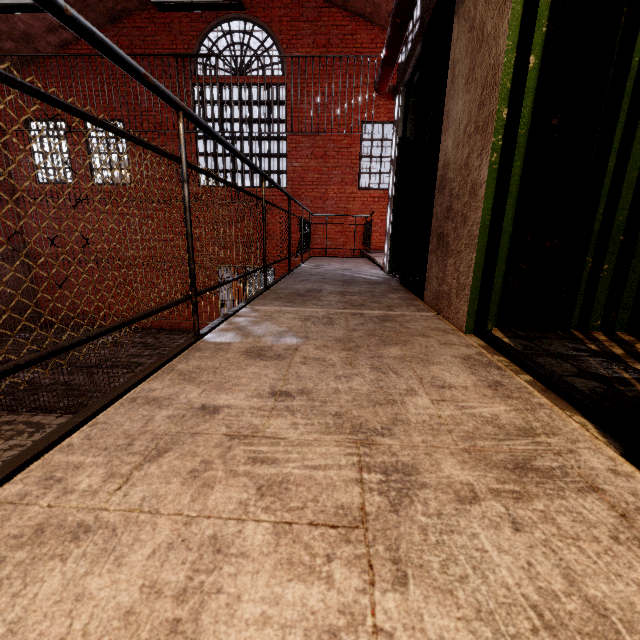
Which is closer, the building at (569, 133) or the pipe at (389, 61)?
the building at (569, 133)

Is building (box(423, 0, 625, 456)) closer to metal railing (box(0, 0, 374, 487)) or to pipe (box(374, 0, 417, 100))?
pipe (box(374, 0, 417, 100))

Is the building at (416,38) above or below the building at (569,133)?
above

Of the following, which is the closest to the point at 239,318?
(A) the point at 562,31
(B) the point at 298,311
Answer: (B) the point at 298,311

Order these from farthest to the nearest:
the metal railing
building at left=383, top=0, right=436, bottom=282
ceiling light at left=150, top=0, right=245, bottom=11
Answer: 1. ceiling light at left=150, top=0, right=245, bottom=11
2. building at left=383, top=0, right=436, bottom=282
3. the metal railing

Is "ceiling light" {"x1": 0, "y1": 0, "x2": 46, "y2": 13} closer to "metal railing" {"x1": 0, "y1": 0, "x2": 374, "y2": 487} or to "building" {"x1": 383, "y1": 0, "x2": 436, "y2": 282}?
"metal railing" {"x1": 0, "y1": 0, "x2": 374, "y2": 487}

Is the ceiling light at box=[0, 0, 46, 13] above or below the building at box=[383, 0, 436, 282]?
above

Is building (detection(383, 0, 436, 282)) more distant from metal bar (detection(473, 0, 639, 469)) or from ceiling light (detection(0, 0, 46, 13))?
ceiling light (detection(0, 0, 46, 13))
